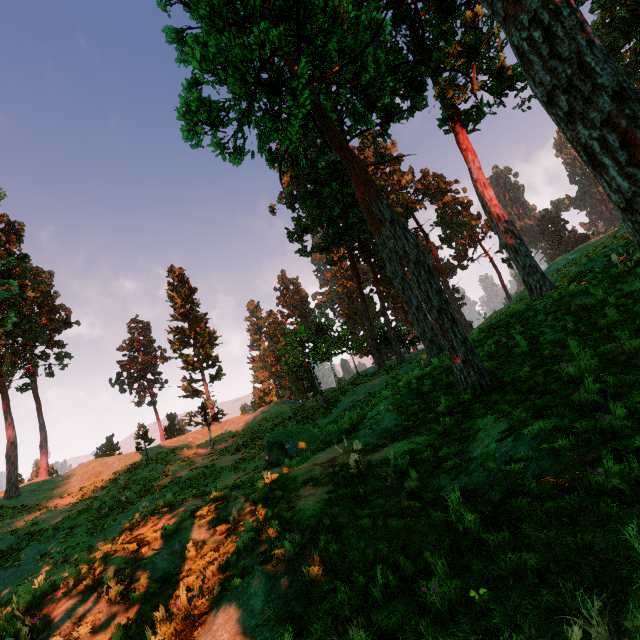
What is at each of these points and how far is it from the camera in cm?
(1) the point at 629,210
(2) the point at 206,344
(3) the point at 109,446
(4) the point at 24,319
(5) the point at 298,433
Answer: (1) treerock, 552
(2) treerock, 4522
(3) treerock, 4809
(4) treerock, 3500
(5) treerock, 1580

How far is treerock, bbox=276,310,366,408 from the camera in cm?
2780

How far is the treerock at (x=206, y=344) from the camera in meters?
43.0
